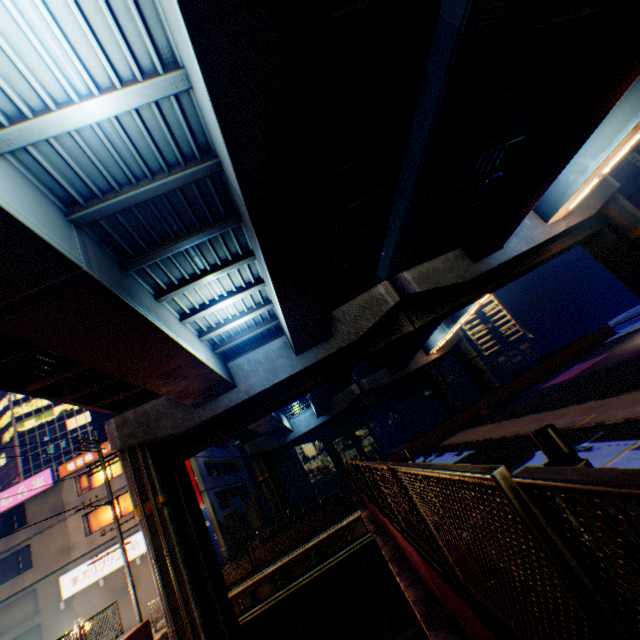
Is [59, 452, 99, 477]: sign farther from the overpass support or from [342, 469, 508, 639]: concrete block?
[342, 469, 508, 639]: concrete block

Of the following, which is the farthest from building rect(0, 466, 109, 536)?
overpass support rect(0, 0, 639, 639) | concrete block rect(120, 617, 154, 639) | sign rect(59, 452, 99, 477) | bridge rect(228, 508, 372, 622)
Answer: concrete block rect(120, 617, 154, 639)

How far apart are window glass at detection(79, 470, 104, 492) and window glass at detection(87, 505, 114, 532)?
1.5m

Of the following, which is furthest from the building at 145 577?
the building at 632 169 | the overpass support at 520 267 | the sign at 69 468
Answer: the building at 632 169

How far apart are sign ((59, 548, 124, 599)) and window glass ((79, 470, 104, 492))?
4.6 meters

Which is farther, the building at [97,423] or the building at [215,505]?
the building at [97,423]

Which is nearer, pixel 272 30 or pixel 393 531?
pixel 272 30

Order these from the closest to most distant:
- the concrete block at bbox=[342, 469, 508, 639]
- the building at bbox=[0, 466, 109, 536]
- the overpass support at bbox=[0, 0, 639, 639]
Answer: the concrete block at bbox=[342, 469, 508, 639], the overpass support at bbox=[0, 0, 639, 639], the building at bbox=[0, 466, 109, 536]
